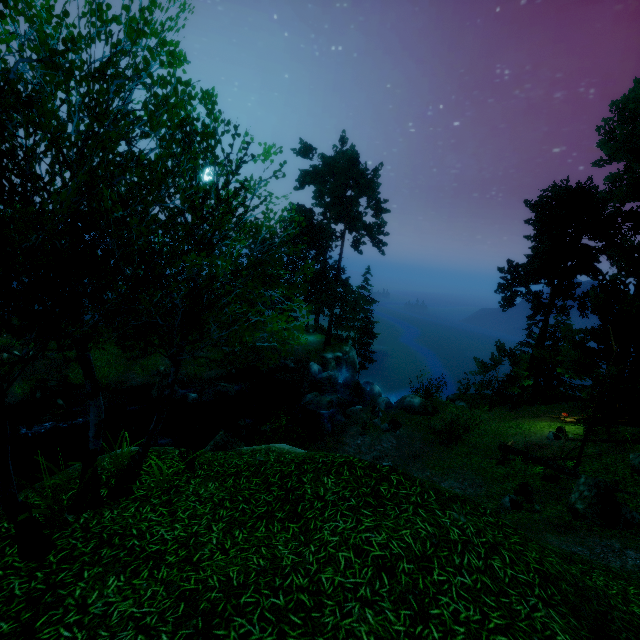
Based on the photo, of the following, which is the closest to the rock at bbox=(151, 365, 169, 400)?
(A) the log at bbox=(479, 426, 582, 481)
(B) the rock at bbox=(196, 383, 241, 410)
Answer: (B) the rock at bbox=(196, 383, 241, 410)

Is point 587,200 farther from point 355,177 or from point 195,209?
point 195,209

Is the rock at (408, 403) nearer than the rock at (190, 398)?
Yes

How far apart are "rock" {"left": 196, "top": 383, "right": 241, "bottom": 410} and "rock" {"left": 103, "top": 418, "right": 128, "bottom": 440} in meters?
4.8

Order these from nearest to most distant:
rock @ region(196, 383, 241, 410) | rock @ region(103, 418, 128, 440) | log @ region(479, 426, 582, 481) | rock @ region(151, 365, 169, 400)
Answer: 1. log @ region(479, 426, 582, 481)
2. rock @ region(103, 418, 128, 440)
3. rock @ region(151, 365, 169, 400)
4. rock @ region(196, 383, 241, 410)

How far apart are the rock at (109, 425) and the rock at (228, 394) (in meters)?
4.81

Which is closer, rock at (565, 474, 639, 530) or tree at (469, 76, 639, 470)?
rock at (565, 474, 639, 530)

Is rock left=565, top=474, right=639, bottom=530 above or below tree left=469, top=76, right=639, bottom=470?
below
